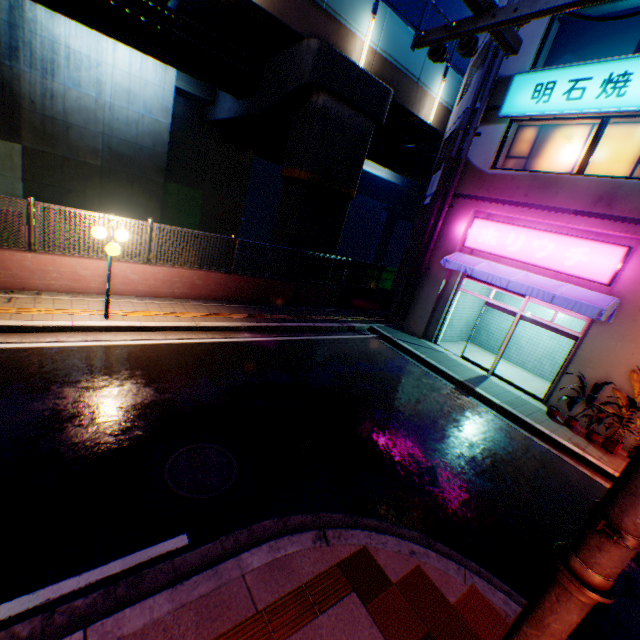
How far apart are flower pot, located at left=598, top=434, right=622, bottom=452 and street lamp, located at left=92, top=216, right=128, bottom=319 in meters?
12.9 m

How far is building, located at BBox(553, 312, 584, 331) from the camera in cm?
1201

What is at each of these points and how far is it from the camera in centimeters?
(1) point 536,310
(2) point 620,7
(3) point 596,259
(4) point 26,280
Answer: (1) building, 1311cm
(2) building, 912cm
(3) sign, 912cm
(4) concrete block, 795cm

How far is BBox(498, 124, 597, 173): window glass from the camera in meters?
9.9 m

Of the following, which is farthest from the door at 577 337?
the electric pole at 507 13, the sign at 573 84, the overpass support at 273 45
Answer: the electric pole at 507 13

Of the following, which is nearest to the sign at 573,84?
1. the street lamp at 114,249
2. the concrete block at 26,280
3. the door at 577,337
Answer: the door at 577,337

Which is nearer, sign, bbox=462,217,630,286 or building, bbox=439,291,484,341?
sign, bbox=462,217,630,286

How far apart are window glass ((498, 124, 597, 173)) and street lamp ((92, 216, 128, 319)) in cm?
1229
